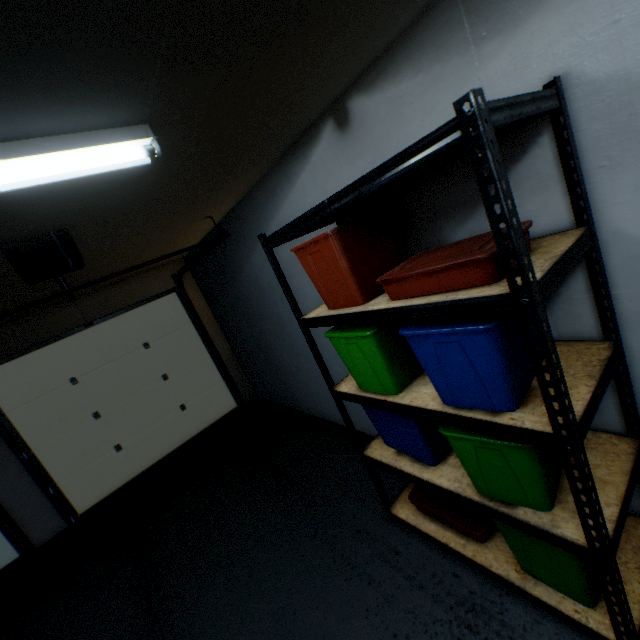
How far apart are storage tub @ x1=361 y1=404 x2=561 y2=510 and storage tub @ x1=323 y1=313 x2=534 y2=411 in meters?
0.1 m

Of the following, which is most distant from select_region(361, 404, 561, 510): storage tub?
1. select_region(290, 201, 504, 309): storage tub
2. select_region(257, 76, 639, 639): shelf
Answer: select_region(290, 201, 504, 309): storage tub

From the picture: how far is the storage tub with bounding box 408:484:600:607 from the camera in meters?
1.2

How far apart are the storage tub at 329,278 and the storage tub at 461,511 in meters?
1.1 m

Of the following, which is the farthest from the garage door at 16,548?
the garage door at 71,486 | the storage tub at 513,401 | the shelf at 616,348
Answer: the storage tub at 513,401

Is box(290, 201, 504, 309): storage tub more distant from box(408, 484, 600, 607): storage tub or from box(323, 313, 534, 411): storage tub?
box(408, 484, 600, 607): storage tub

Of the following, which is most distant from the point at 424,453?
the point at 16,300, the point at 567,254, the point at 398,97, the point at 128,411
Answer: the point at 128,411

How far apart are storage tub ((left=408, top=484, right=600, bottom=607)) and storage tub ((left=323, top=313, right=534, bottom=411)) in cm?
58
